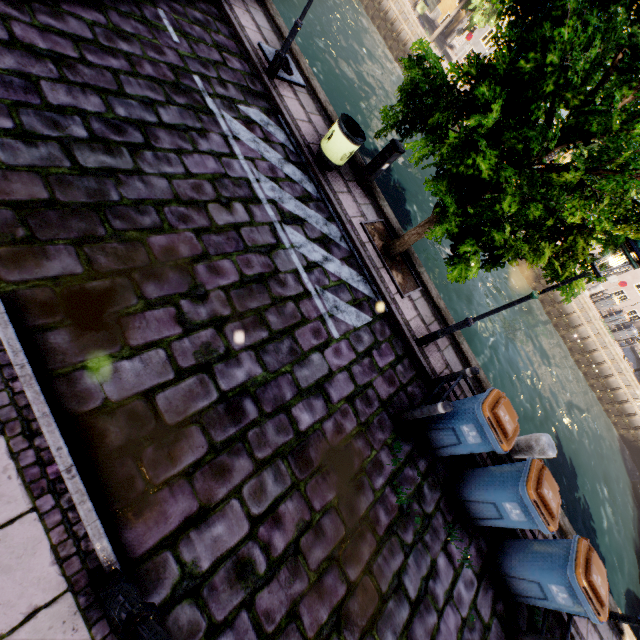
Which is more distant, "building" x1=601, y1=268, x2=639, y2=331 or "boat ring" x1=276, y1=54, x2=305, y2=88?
"building" x1=601, y1=268, x2=639, y2=331

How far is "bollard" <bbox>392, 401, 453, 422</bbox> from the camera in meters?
4.9 m

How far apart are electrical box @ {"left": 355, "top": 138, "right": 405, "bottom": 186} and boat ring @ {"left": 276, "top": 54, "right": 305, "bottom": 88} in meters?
2.8

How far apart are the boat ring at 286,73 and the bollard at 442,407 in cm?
806

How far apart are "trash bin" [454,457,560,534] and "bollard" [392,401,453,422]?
1.6m

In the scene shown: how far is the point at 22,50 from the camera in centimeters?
407cm

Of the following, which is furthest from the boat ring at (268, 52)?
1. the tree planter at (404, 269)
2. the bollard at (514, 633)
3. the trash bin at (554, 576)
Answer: the bollard at (514, 633)

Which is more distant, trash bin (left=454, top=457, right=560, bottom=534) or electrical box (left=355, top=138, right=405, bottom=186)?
electrical box (left=355, top=138, right=405, bottom=186)
